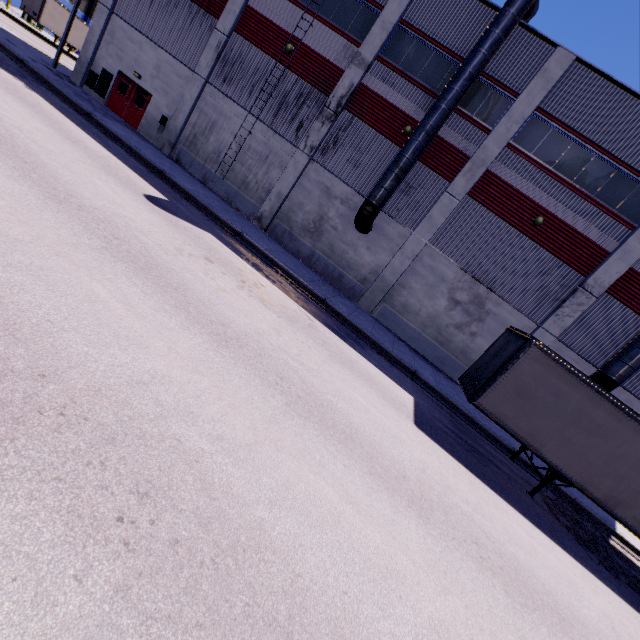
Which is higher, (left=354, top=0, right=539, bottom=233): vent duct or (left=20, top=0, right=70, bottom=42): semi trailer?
(left=354, top=0, right=539, bottom=233): vent duct

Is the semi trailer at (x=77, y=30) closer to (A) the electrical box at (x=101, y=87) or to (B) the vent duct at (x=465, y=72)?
(B) the vent duct at (x=465, y=72)

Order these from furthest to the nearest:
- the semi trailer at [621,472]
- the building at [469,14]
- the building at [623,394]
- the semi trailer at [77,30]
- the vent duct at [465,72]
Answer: the semi trailer at [77,30]
the building at [623,394]
the building at [469,14]
the vent duct at [465,72]
the semi trailer at [621,472]

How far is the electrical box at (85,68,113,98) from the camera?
20.4 meters

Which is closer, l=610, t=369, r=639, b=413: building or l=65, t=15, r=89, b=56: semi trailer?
l=610, t=369, r=639, b=413: building

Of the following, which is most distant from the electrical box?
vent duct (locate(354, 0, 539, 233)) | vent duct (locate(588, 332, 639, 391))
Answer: vent duct (locate(588, 332, 639, 391))

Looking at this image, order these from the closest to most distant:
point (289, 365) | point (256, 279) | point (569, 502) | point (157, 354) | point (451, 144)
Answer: point (157, 354) < point (289, 365) < point (256, 279) < point (569, 502) < point (451, 144)

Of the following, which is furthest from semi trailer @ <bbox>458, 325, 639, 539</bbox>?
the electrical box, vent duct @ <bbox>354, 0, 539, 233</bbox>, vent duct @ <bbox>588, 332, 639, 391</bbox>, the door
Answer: the door
